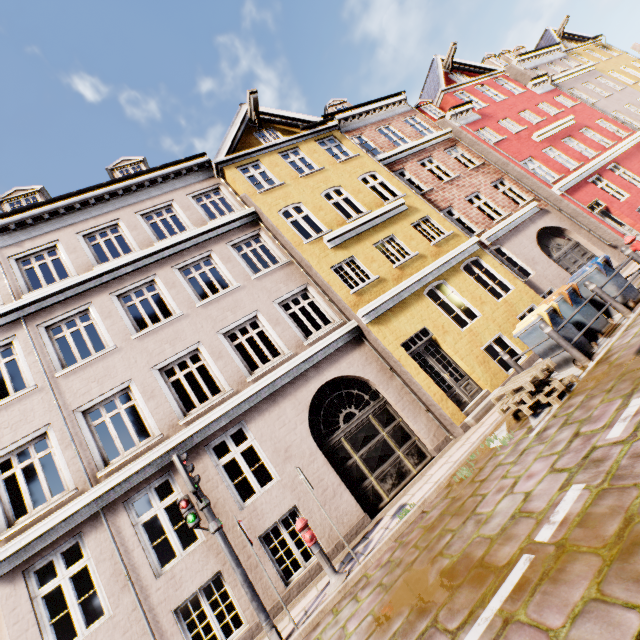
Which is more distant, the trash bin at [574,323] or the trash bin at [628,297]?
the trash bin at [628,297]

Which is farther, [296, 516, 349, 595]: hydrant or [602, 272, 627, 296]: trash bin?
[602, 272, 627, 296]: trash bin

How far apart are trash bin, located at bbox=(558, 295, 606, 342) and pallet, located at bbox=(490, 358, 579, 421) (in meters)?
1.98

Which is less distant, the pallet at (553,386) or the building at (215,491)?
the pallet at (553,386)

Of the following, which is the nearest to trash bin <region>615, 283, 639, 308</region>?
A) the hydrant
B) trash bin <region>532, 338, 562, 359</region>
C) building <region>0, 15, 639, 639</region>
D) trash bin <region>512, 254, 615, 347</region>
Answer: trash bin <region>512, 254, 615, 347</region>

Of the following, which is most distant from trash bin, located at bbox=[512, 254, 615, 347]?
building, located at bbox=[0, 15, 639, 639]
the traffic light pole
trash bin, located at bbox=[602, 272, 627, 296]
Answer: the traffic light pole

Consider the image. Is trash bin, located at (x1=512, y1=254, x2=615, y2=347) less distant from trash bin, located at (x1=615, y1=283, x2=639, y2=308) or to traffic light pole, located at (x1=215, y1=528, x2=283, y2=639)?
trash bin, located at (x1=615, y1=283, x2=639, y2=308)

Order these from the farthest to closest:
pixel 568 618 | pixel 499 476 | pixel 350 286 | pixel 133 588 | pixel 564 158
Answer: pixel 350 286 → pixel 564 158 → pixel 133 588 → pixel 499 476 → pixel 568 618
